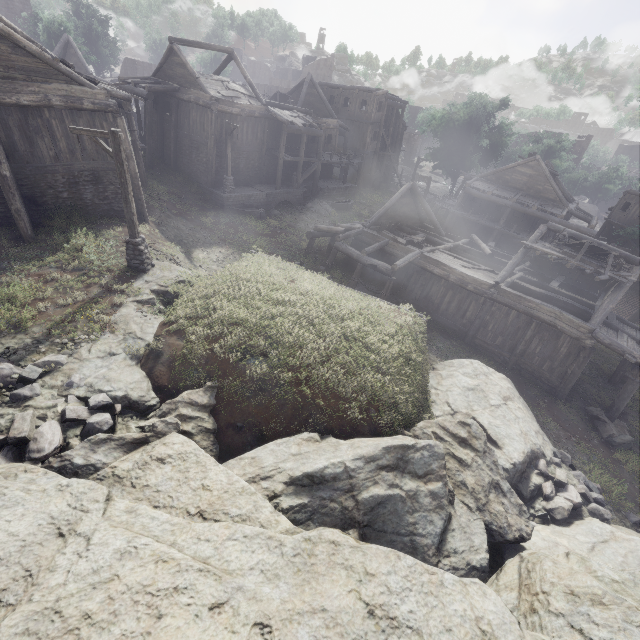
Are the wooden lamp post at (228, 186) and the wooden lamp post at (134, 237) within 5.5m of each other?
no

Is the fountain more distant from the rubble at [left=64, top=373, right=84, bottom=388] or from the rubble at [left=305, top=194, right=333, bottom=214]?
the rubble at [left=64, top=373, right=84, bottom=388]

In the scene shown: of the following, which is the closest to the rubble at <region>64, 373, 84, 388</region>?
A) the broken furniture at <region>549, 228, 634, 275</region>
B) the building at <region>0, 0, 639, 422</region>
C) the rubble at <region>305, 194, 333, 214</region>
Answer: the building at <region>0, 0, 639, 422</region>

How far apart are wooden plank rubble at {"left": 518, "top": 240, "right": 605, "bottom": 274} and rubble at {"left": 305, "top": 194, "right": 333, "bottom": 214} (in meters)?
16.68

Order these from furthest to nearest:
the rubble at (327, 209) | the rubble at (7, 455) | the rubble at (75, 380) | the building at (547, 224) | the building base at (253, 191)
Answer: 1. the rubble at (327, 209)
2. the building base at (253, 191)
3. the building at (547, 224)
4. the rubble at (75, 380)
5. the rubble at (7, 455)

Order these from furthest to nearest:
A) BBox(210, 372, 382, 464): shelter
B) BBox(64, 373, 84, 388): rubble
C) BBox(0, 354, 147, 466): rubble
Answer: BBox(210, 372, 382, 464): shelter, BBox(64, 373, 84, 388): rubble, BBox(0, 354, 147, 466): rubble

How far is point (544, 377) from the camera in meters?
16.2 m

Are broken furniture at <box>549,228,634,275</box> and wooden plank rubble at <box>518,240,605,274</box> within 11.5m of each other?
yes
